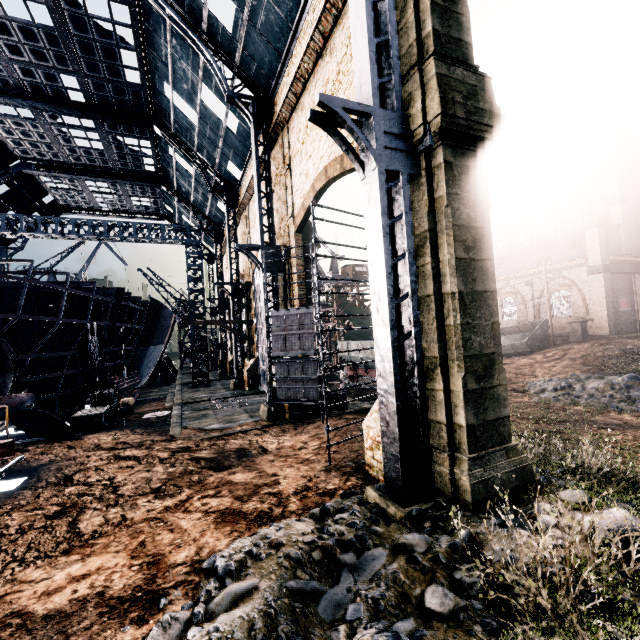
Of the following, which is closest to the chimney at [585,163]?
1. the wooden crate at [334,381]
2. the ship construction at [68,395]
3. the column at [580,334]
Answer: the column at [580,334]

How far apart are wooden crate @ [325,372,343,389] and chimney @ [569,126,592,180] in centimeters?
3887cm

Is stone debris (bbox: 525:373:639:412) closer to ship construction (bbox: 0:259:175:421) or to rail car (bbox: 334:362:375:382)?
rail car (bbox: 334:362:375:382)

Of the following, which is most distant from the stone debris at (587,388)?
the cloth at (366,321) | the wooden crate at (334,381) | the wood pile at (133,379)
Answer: the wood pile at (133,379)

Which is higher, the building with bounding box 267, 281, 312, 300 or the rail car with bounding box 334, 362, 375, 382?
the building with bounding box 267, 281, 312, 300

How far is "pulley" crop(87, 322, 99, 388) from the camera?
19.9 meters

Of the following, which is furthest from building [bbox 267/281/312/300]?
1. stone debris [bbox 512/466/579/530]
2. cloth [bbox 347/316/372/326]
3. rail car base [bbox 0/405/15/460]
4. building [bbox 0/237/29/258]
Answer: cloth [bbox 347/316/372/326]

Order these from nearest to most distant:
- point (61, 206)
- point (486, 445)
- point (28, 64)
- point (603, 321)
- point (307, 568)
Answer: point (307, 568) → point (486, 445) → point (28, 64) → point (603, 321) → point (61, 206)
